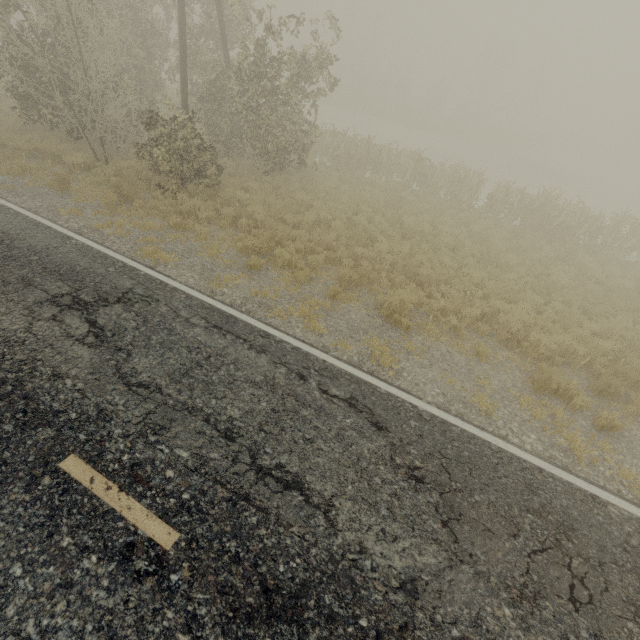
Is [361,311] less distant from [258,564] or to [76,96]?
[258,564]
